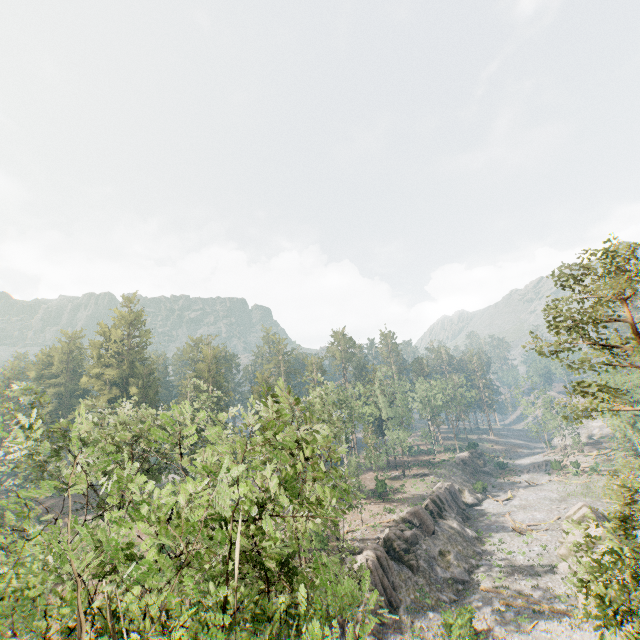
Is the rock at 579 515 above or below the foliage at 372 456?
below

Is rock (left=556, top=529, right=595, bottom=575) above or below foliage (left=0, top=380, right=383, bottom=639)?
below

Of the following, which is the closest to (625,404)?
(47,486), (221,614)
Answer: (221,614)

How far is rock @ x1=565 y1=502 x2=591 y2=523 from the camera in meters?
38.7 m

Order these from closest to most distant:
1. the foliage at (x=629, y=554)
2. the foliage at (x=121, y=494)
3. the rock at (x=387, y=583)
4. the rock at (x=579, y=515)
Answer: the foliage at (x=121, y=494)
the foliage at (x=629, y=554)
the rock at (x=387, y=583)
the rock at (x=579, y=515)

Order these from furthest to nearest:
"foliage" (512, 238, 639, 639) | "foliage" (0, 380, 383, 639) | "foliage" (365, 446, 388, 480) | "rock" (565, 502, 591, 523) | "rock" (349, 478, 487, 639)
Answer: "foliage" (365, 446, 388, 480) → "rock" (565, 502, 591, 523) → "rock" (349, 478, 487, 639) → "foliage" (512, 238, 639, 639) → "foliage" (0, 380, 383, 639)
